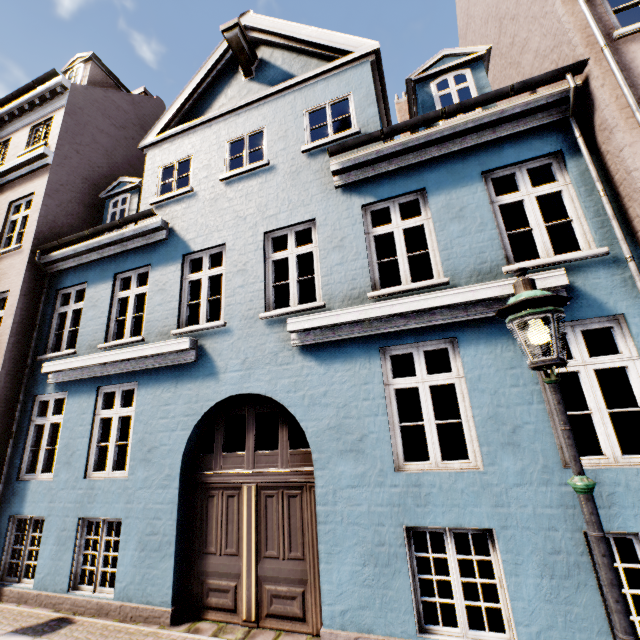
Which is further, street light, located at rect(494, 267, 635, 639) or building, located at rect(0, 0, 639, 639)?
building, located at rect(0, 0, 639, 639)

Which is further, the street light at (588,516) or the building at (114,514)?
the building at (114,514)

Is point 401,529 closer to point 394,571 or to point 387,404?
point 394,571
